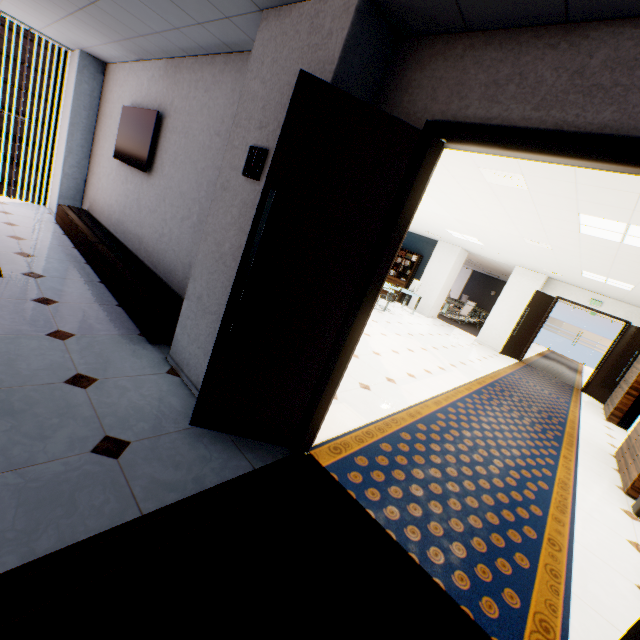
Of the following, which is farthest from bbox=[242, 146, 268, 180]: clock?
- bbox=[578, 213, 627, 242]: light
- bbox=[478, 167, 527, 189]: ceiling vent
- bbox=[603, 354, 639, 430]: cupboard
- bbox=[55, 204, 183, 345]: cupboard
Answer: bbox=[603, 354, 639, 430]: cupboard

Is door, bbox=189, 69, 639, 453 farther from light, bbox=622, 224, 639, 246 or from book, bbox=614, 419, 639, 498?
book, bbox=614, 419, 639, 498

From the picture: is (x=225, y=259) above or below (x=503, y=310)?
below

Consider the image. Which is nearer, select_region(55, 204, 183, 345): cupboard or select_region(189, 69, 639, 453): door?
select_region(189, 69, 639, 453): door

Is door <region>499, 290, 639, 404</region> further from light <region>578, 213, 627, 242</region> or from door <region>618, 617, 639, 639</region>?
door <region>618, 617, 639, 639</region>

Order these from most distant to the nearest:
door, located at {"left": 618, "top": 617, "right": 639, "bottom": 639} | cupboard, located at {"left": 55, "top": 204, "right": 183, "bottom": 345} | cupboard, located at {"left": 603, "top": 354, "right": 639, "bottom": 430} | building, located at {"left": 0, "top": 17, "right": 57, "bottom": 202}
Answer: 1. building, located at {"left": 0, "top": 17, "right": 57, "bottom": 202}
2. cupboard, located at {"left": 603, "top": 354, "right": 639, "bottom": 430}
3. cupboard, located at {"left": 55, "top": 204, "right": 183, "bottom": 345}
4. door, located at {"left": 618, "top": 617, "right": 639, "bottom": 639}

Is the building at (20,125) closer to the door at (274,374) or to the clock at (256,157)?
the clock at (256,157)

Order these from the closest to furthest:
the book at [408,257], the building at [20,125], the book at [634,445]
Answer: the book at [634,445] → the book at [408,257] → the building at [20,125]
